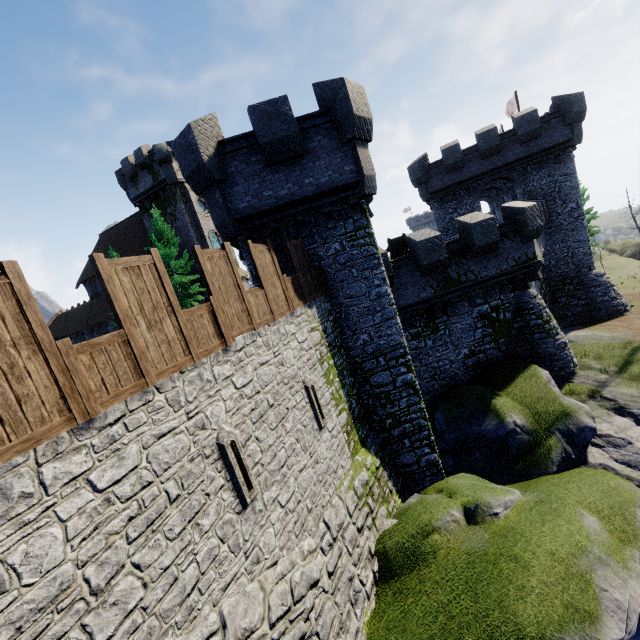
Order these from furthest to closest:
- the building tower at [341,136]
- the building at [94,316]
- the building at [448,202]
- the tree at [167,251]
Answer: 1. the building at [94,316]
2. the tree at [167,251]
3. the building at [448,202]
4. the building tower at [341,136]

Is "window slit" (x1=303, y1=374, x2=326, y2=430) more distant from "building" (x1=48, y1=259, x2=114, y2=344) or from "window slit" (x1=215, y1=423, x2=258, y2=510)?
"building" (x1=48, y1=259, x2=114, y2=344)

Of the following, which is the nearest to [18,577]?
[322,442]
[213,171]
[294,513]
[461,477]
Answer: [294,513]

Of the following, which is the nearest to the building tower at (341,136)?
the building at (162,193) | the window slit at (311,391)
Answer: the window slit at (311,391)

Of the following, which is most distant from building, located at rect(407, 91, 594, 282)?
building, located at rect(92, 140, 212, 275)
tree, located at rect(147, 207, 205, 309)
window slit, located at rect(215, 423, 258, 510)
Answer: window slit, located at rect(215, 423, 258, 510)

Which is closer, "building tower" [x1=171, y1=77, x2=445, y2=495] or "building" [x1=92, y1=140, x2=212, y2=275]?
"building tower" [x1=171, y1=77, x2=445, y2=495]

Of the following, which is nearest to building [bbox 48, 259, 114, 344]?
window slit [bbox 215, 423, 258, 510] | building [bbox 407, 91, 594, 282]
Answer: building [bbox 407, 91, 594, 282]

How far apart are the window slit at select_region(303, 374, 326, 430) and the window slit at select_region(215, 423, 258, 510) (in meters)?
2.93
